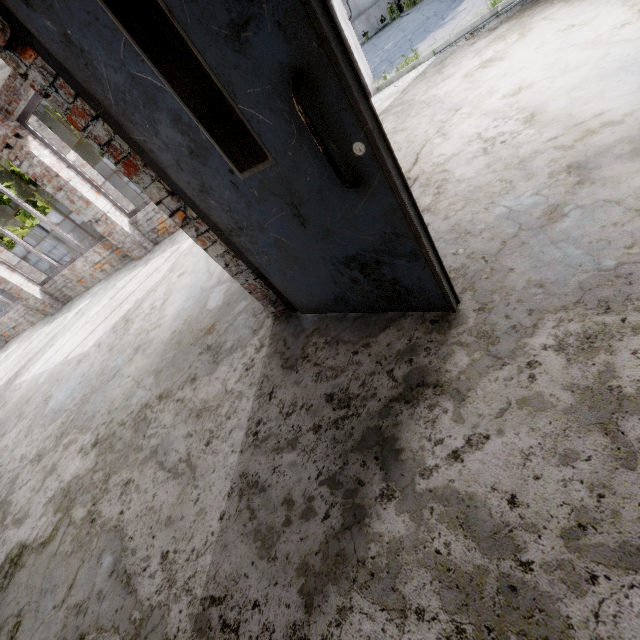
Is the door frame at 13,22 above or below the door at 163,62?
above

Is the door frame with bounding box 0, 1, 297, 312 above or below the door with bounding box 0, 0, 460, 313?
above

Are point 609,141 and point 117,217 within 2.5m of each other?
no
